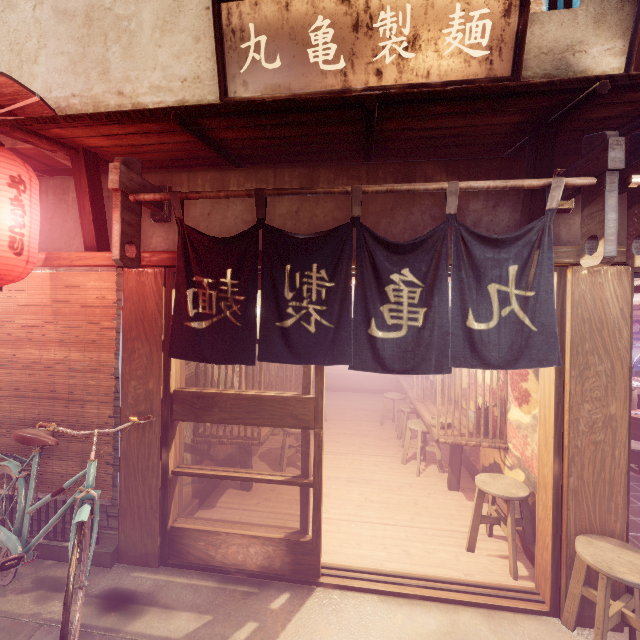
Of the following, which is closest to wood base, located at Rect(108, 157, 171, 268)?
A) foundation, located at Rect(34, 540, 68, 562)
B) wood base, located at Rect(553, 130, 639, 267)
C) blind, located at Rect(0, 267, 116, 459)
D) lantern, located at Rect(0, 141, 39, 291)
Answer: blind, located at Rect(0, 267, 116, 459)

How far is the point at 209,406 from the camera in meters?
5.6

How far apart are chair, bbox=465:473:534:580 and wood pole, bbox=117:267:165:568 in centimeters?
556cm

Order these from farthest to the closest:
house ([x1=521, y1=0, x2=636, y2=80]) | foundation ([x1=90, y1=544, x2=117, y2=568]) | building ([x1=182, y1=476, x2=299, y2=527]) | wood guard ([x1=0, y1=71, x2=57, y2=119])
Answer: building ([x1=182, y1=476, x2=299, y2=527])
foundation ([x1=90, y1=544, x2=117, y2=568])
house ([x1=521, y1=0, x2=636, y2=80])
wood guard ([x1=0, y1=71, x2=57, y2=119])

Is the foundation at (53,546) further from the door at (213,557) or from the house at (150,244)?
the house at (150,244)

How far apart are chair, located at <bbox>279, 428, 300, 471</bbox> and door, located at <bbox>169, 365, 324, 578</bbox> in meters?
2.9

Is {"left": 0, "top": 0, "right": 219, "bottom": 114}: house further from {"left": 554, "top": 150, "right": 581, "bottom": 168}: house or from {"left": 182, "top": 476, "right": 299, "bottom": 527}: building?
{"left": 182, "top": 476, "right": 299, "bottom": 527}: building

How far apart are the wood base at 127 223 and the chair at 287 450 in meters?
5.6
